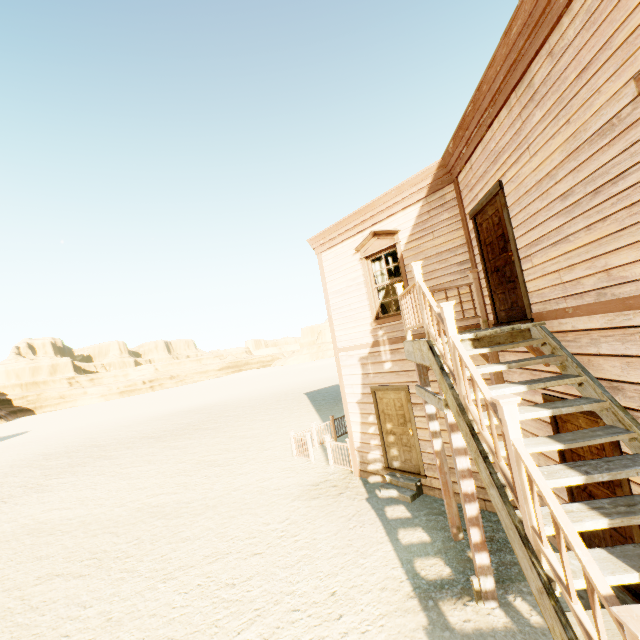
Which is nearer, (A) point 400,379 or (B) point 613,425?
(B) point 613,425

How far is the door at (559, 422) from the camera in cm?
373

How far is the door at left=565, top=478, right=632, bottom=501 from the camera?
3.47m

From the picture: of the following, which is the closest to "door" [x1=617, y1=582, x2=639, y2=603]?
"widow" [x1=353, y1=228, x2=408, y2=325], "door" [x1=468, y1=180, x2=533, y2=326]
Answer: "door" [x1=468, y1=180, x2=533, y2=326]

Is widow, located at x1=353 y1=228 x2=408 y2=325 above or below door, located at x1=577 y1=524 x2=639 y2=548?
above

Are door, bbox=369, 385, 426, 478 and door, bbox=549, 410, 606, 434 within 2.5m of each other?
no

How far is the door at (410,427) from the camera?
7.6 meters

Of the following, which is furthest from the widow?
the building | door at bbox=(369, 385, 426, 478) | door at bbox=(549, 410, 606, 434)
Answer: door at bbox=(549, 410, 606, 434)
